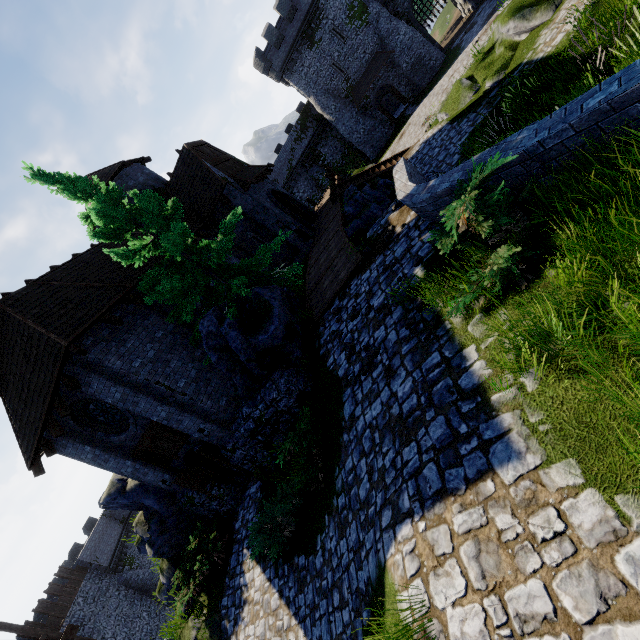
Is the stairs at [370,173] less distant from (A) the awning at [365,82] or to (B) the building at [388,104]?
(A) the awning at [365,82]

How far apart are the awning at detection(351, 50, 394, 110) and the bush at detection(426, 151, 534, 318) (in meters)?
38.40

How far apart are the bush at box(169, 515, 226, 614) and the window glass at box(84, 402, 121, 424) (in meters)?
4.87

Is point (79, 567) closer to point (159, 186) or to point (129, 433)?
point (129, 433)

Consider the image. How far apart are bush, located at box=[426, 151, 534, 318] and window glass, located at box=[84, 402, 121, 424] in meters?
11.3

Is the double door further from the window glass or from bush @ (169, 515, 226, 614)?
bush @ (169, 515, 226, 614)

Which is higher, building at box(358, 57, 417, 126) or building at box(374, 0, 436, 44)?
building at box(374, 0, 436, 44)

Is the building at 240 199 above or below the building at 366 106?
above
